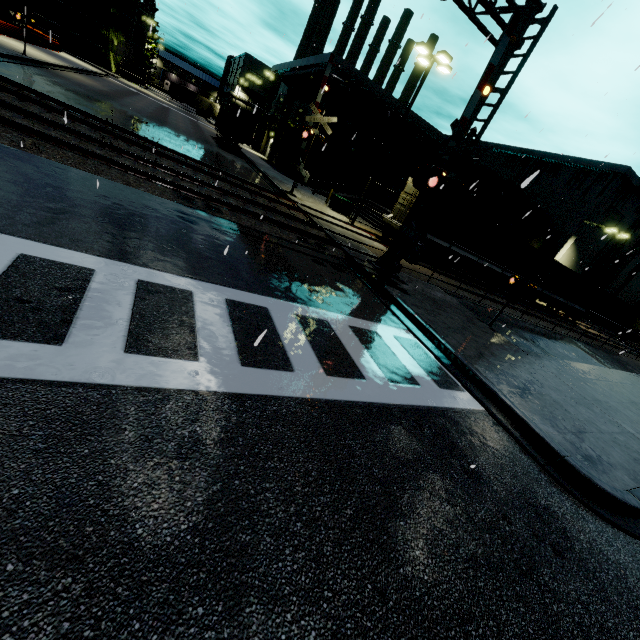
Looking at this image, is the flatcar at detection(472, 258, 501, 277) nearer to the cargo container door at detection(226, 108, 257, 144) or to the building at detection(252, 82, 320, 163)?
the building at detection(252, 82, 320, 163)

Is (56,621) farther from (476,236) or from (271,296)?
(476,236)

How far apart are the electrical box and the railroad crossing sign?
13.98m

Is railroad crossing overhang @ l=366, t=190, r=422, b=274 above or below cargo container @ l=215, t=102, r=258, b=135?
below

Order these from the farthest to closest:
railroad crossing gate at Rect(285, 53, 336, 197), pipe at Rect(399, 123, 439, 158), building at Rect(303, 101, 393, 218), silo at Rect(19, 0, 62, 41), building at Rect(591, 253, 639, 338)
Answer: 1. silo at Rect(19, 0, 62, 41)
2. building at Rect(591, 253, 639, 338)
3. pipe at Rect(399, 123, 439, 158)
4. building at Rect(303, 101, 393, 218)
5. railroad crossing gate at Rect(285, 53, 336, 197)

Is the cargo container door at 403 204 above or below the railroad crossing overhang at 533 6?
below

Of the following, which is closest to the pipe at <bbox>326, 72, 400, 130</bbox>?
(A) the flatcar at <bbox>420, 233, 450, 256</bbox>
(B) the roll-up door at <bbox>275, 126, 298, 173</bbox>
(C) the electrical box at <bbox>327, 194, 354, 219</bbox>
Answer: (A) the flatcar at <bbox>420, 233, 450, 256</bbox>

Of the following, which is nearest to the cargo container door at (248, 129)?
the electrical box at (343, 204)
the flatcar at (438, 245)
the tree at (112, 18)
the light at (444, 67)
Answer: the tree at (112, 18)
